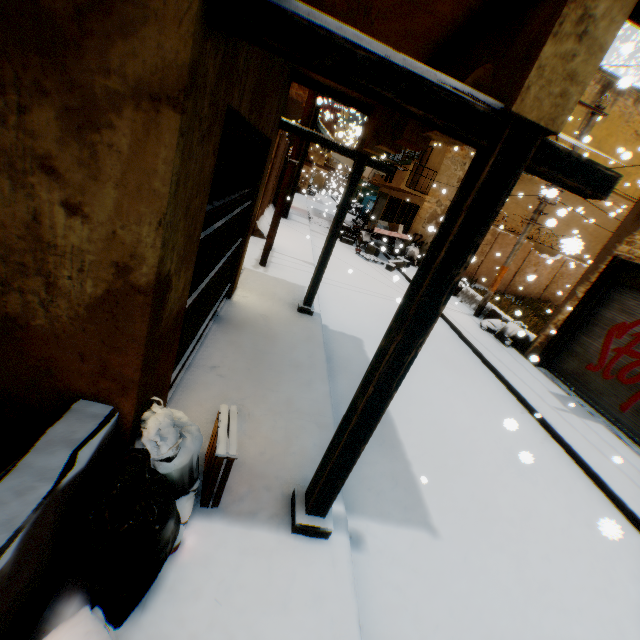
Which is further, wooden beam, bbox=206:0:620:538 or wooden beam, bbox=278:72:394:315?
wooden beam, bbox=278:72:394:315

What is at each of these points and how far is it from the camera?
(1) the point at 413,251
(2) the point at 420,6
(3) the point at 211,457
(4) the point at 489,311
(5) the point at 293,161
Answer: (1) trash bag, 17.4m
(2) building, 2.2m
(3) wooden box, 2.5m
(4) concrete block, 11.7m
(5) electric pole, 7.4m

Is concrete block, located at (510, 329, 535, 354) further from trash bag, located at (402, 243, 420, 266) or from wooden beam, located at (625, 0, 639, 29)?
wooden beam, located at (625, 0, 639, 29)

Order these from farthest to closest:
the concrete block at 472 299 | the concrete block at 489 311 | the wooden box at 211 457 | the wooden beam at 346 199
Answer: the concrete block at 472 299, the concrete block at 489 311, the wooden beam at 346 199, the wooden box at 211 457

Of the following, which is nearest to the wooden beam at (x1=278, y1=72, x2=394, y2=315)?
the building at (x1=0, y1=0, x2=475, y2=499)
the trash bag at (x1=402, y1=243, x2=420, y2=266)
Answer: the building at (x1=0, y1=0, x2=475, y2=499)

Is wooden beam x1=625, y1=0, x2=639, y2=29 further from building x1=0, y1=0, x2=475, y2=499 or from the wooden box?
the wooden box

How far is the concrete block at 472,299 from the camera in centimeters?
1272cm

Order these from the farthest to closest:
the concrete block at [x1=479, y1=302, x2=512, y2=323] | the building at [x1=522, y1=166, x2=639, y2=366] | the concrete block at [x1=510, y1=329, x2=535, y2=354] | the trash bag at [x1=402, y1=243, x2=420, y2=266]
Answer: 1. the trash bag at [x1=402, y1=243, x2=420, y2=266]
2. the concrete block at [x1=479, y1=302, x2=512, y2=323]
3. the concrete block at [x1=510, y1=329, x2=535, y2=354]
4. the building at [x1=522, y1=166, x2=639, y2=366]
